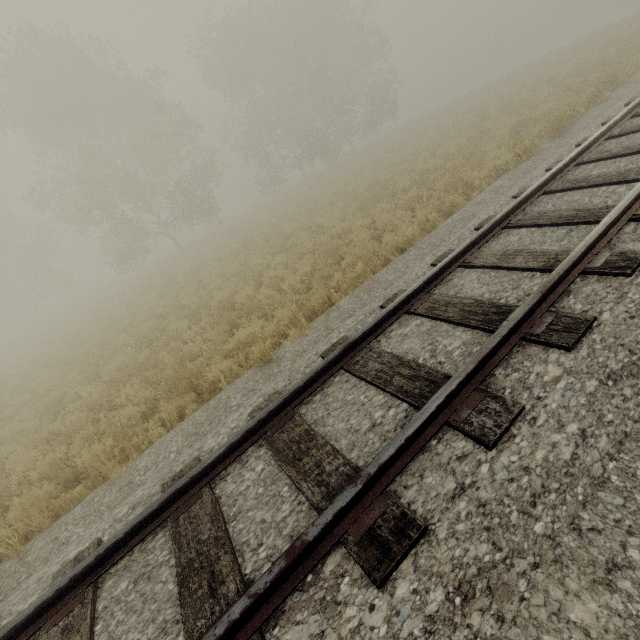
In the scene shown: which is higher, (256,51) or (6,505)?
(256,51)
